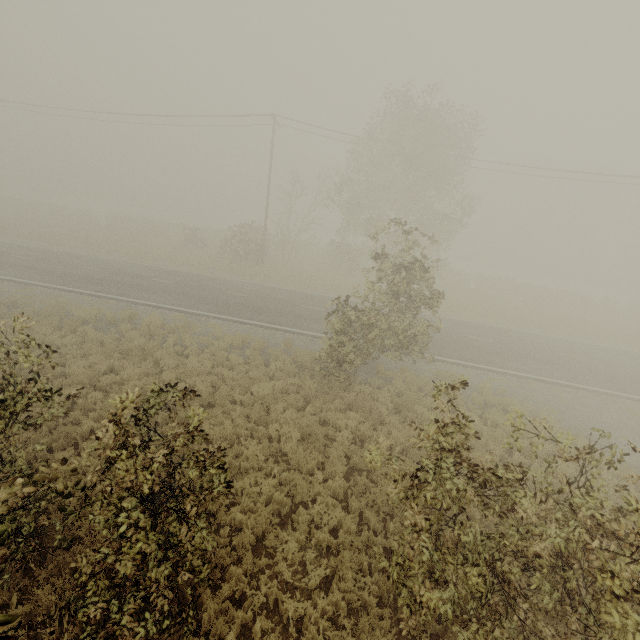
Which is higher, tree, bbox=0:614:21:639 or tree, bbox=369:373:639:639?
tree, bbox=0:614:21:639

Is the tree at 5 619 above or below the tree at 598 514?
above

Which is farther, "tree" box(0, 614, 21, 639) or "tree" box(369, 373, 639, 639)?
"tree" box(369, 373, 639, 639)

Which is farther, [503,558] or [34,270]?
[34,270]

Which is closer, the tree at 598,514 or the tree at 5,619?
the tree at 5,619
